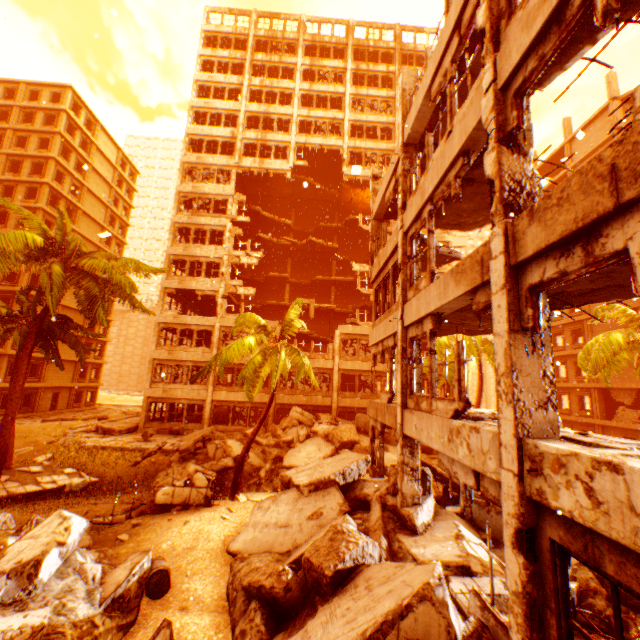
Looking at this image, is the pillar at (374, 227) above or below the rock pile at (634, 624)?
above

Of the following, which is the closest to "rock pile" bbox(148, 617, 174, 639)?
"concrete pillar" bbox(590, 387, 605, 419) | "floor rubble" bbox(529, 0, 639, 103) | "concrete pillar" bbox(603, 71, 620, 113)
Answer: "floor rubble" bbox(529, 0, 639, 103)

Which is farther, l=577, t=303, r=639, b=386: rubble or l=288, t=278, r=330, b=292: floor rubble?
l=288, t=278, r=330, b=292: floor rubble

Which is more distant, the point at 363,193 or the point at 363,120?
the point at 363,193

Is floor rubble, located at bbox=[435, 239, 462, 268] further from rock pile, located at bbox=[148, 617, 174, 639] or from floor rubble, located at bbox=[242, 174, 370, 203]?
floor rubble, located at bbox=[242, 174, 370, 203]

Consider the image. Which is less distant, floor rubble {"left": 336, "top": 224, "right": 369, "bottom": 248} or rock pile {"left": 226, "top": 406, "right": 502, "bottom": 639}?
rock pile {"left": 226, "top": 406, "right": 502, "bottom": 639}

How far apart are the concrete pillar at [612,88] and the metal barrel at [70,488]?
46.45m

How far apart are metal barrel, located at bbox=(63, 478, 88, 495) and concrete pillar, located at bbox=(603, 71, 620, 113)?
46.45m
